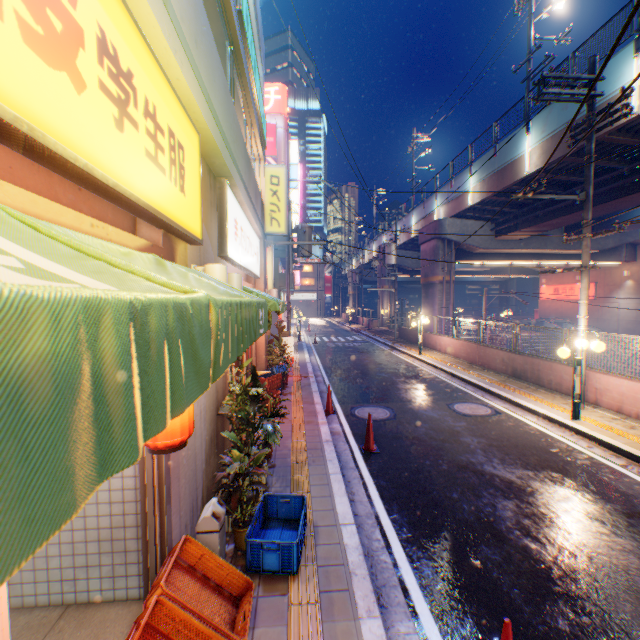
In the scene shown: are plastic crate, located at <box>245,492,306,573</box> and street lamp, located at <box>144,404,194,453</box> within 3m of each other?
yes

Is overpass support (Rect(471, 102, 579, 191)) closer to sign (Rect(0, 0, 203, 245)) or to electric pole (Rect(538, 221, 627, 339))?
electric pole (Rect(538, 221, 627, 339))

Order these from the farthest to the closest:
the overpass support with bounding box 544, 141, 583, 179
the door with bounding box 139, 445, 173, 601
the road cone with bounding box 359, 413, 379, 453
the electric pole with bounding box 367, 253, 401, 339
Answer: the electric pole with bounding box 367, 253, 401, 339 → the overpass support with bounding box 544, 141, 583, 179 → the road cone with bounding box 359, 413, 379, 453 → the door with bounding box 139, 445, 173, 601

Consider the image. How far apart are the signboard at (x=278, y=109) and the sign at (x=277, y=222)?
38.72m

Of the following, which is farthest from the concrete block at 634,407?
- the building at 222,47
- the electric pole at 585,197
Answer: the building at 222,47

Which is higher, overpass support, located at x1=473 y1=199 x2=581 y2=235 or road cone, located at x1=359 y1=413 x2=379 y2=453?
overpass support, located at x1=473 y1=199 x2=581 y2=235

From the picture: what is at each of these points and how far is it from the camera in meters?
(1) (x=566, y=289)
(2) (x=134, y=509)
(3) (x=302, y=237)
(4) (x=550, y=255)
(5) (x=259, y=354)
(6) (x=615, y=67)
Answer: (1) sign, 32.7
(2) building, 3.4
(3) electric pole, 16.6
(4) overpass support, 25.7
(5) building, 11.3
(6) overpass support, 11.2

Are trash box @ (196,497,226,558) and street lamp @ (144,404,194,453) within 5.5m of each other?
yes
